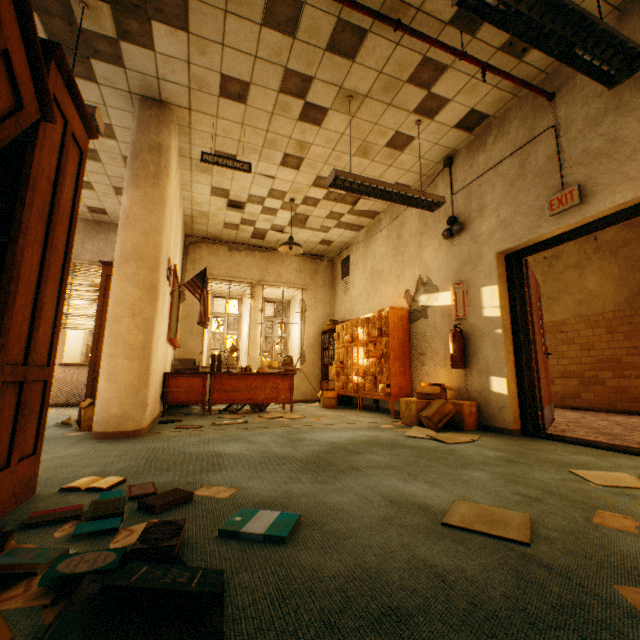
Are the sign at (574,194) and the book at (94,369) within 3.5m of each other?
no

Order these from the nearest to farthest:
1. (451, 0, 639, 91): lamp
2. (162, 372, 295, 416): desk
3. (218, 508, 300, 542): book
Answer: (218, 508, 300, 542): book → (451, 0, 639, 91): lamp → (162, 372, 295, 416): desk

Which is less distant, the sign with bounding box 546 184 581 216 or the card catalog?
the sign with bounding box 546 184 581 216

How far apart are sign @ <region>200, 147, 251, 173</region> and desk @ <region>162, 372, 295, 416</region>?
3.2m

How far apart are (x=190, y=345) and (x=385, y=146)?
5.7 meters

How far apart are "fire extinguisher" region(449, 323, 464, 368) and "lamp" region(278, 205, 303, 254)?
3.0 meters

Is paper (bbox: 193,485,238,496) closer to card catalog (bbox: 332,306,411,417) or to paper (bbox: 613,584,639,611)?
paper (bbox: 613,584,639,611)

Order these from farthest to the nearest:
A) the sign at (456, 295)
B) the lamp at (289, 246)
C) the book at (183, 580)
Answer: the lamp at (289, 246) → the sign at (456, 295) → the book at (183, 580)
